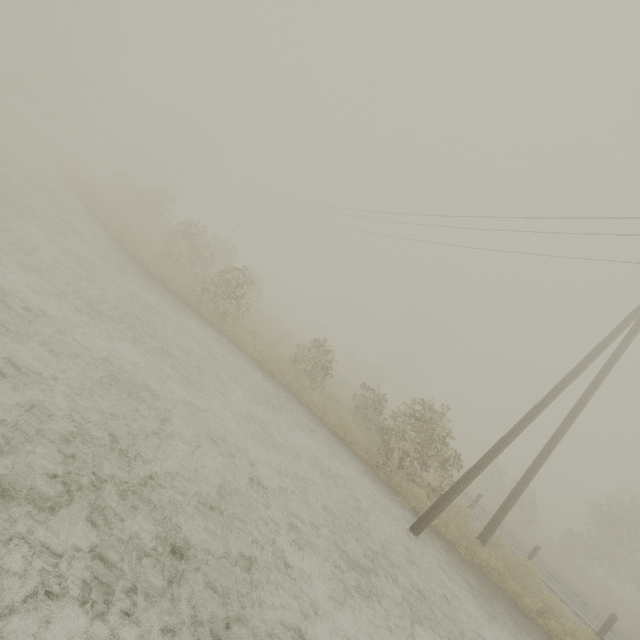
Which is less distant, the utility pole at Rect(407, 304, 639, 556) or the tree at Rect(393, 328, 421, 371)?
the utility pole at Rect(407, 304, 639, 556)

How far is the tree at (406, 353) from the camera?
56.0 meters

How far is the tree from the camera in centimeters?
5600cm

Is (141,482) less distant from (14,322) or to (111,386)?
(111,386)

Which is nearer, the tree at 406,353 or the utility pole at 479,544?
the utility pole at 479,544

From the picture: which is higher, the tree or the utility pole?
the tree
